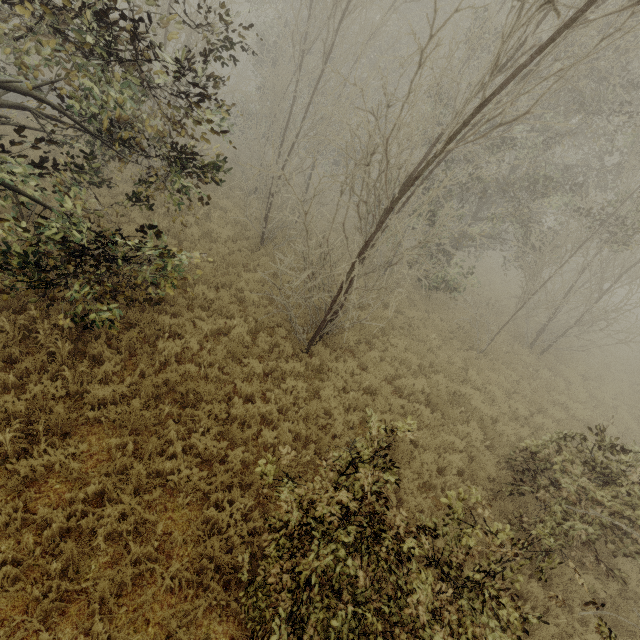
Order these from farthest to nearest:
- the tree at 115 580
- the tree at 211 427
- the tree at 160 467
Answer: the tree at 211 427
the tree at 160 467
the tree at 115 580

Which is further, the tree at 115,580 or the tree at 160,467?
the tree at 160,467

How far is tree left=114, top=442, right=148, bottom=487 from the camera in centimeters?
459cm

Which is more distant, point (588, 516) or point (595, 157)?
point (595, 157)

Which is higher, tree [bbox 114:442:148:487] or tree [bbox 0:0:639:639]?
tree [bbox 0:0:639:639]

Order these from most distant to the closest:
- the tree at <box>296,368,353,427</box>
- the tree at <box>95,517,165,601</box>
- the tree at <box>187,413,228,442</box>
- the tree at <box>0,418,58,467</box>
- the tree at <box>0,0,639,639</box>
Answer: the tree at <box>296,368,353,427</box>
the tree at <box>187,413,228,442</box>
the tree at <box>0,418,58,467</box>
the tree at <box>95,517,165,601</box>
the tree at <box>0,0,639,639</box>

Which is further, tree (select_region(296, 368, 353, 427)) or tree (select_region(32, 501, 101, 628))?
tree (select_region(296, 368, 353, 427))
